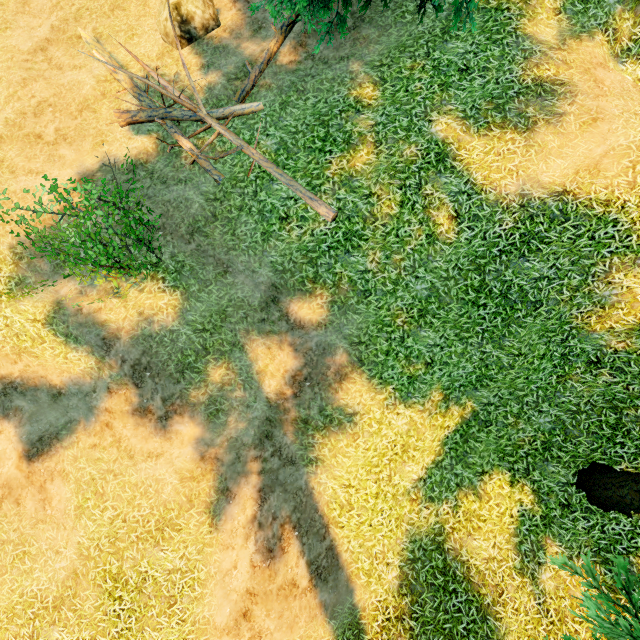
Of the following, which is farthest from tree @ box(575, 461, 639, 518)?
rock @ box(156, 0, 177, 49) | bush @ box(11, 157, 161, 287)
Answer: bush @ box(11, 157, 161, 287)

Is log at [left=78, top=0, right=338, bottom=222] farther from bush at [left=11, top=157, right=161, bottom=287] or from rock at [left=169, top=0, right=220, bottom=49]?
bush at [left=11, top=157, right=161, bottom=287]

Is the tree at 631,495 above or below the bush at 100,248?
below

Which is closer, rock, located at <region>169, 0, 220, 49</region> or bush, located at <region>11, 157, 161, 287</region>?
bush, located at <region>11, 157, 161, 287</region>

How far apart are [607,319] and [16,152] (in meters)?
15.24

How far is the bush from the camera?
5.91m

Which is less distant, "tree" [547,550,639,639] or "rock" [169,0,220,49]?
"tree" [547,550,639,639]

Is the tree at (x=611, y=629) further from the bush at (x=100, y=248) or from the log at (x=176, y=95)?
the bush at (x=100, y=248)
